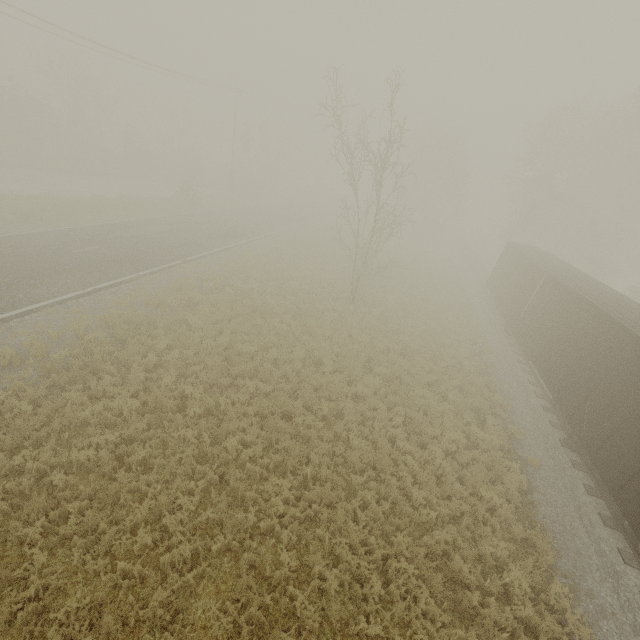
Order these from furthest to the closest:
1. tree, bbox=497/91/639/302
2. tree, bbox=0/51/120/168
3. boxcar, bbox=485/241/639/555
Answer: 1. tree, bbox=0/51/120/168
2. tree, bbox=497/91/639/302
3. boxcar, bbox=485/241/639/555

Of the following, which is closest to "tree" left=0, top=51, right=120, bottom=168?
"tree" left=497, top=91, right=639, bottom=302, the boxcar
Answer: the boxcar

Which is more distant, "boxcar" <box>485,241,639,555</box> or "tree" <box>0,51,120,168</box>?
"tree" <box>0,51,120,168</box>

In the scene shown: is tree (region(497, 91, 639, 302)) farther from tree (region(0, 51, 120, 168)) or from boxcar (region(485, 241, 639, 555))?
tree (region(0, 51, 120, 168))

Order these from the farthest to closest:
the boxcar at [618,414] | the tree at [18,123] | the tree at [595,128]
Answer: the tree at [18,123] → the tree at [595,128] → the boxcar at [618,414]

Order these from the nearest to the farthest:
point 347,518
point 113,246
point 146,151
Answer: point 347,518, point 113,246, point 146,151

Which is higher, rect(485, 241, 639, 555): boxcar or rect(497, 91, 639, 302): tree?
rect(497, 91, 639, 302): tree

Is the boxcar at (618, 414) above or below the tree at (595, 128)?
below
